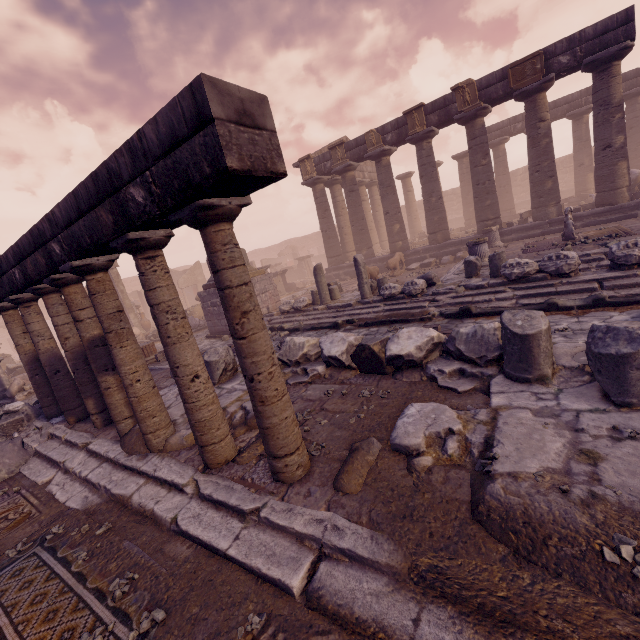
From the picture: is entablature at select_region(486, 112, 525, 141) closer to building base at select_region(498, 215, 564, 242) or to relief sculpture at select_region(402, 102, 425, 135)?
relief sculpture at select_region(402, 102, 425, 135)

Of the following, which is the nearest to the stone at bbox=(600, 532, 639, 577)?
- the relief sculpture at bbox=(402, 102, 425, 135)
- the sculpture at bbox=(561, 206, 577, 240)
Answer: the sculpture at bbox=(561, 206, 577, 240)

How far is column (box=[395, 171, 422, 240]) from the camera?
26.30m

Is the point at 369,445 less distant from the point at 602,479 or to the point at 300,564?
the point at 300,564

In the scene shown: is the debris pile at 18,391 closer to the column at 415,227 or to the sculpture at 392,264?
the sculpture at 392,264

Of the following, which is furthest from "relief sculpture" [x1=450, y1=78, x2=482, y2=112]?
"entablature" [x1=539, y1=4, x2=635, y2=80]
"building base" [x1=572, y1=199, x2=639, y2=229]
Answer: "building base" [x1=572, y1=199, x2=639, y2=229]

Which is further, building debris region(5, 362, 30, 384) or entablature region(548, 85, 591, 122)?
entablature region(548, 85, 591, 122)

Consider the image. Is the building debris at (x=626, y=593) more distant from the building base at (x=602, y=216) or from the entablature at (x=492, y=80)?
the entablature at (x=492, y=80)
